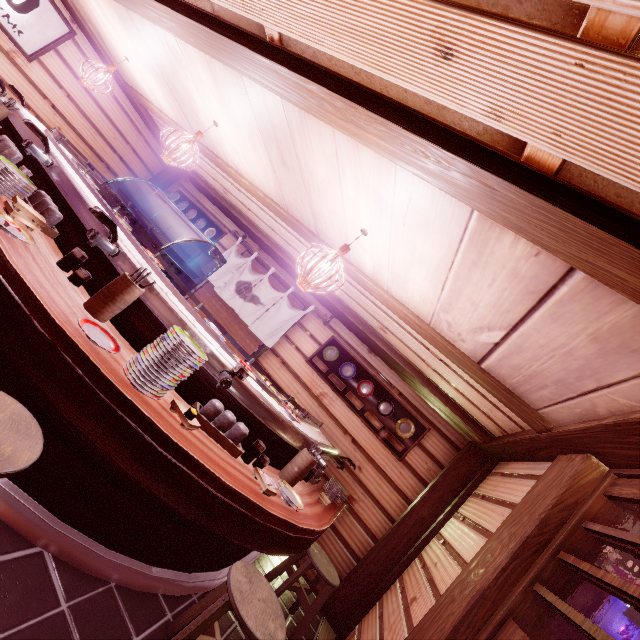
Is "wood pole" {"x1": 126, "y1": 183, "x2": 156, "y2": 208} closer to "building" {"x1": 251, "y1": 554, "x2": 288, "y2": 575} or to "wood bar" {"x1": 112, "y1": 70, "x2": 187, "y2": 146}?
"building" {"x1": 251, "y1": 554, "x2": 288, "y2": 575}

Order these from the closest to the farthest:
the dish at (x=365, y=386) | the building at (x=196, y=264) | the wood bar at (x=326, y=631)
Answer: the wood bar at (x=326, y=631)
the dish at (x=365, y=386)
the building at (x=196, y=264)

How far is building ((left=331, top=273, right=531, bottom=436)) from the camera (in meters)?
6.05

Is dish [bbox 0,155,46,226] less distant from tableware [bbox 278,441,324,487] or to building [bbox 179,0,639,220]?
building [bbox 179,0,639,220]

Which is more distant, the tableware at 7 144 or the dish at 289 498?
the tableware at 7 144

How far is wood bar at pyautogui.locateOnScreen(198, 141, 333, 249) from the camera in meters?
6.7 m

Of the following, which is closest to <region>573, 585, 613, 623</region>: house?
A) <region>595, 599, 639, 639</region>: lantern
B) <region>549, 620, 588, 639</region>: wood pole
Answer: <region>549, 620, 588, 639</region>: wood pole

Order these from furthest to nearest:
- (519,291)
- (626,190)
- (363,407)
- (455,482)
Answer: (363,407)
(455,482)
(519,291)
(626,190)
